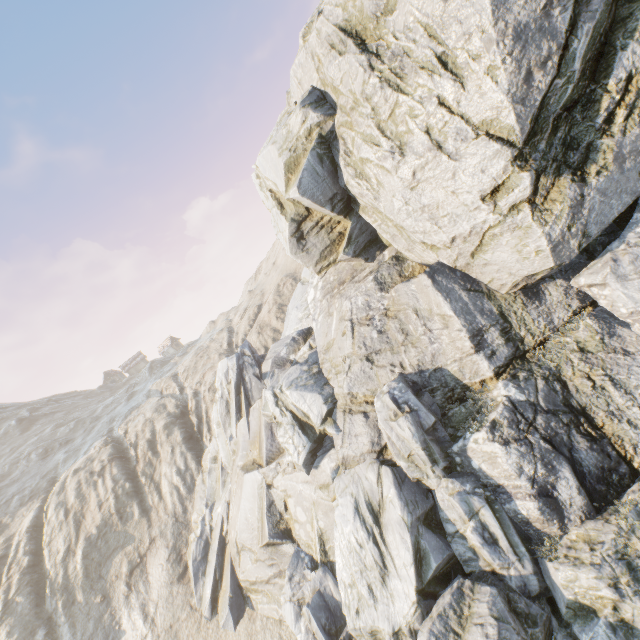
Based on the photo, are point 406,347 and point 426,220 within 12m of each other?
yes
